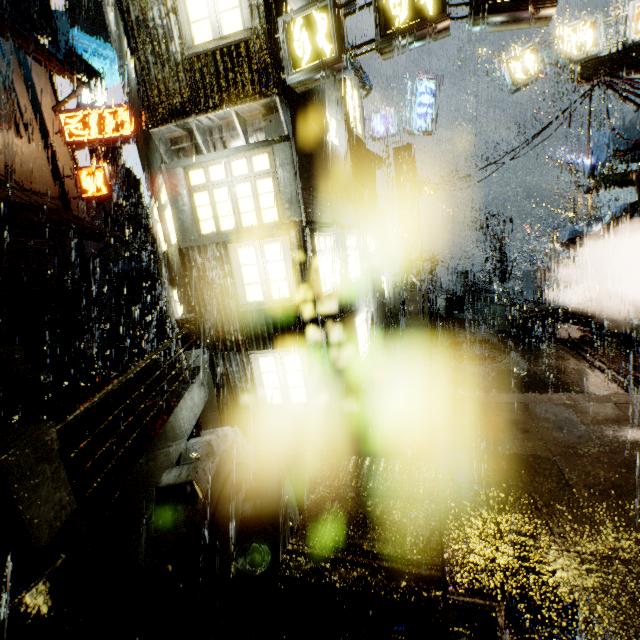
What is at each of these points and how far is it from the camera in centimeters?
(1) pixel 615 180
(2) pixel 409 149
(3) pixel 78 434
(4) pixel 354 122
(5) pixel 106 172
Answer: (1) sign, 1362cm
(2) support beam, 1537cm
(3) structural stair, 621cm
(4) building, 1511cm
(5) sign, 1681cm

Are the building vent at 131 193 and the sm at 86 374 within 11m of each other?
no

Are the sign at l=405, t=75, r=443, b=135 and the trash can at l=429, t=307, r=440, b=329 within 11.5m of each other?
yes

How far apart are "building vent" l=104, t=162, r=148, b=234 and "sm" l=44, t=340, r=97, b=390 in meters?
39.5 m

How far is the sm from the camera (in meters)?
12.23

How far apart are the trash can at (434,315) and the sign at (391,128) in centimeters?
929cm

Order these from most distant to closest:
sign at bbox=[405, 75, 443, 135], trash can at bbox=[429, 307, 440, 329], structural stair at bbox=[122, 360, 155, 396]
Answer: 1. trash can at bbox=[429, 307, 440, 329]
2. sign at bbox=[405, 75, 443, 135]
3. structural stair at bbox=[122, 360, 155, 396]

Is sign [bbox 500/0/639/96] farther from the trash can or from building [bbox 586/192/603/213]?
the trash can
